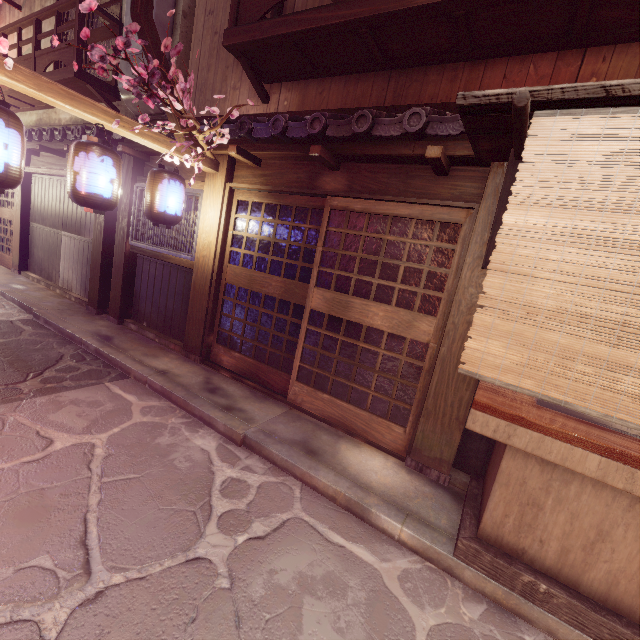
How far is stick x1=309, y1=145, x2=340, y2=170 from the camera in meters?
6.5 m

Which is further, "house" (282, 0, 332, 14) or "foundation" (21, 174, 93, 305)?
"foundation" (21, 174, 93, 305)

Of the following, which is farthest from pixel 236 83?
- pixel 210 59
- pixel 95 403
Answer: pixel 95 403

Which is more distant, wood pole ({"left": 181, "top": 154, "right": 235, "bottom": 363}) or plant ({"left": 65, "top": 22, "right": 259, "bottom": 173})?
wood pole ({"left": 181, "top": 154, "right": 235, "bottom": 363})

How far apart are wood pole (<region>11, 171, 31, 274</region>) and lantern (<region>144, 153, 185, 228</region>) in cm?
1270

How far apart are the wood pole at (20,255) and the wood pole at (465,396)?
19.8 meters

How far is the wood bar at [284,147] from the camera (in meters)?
5.65

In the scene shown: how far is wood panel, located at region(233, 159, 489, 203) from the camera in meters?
6.0 m
